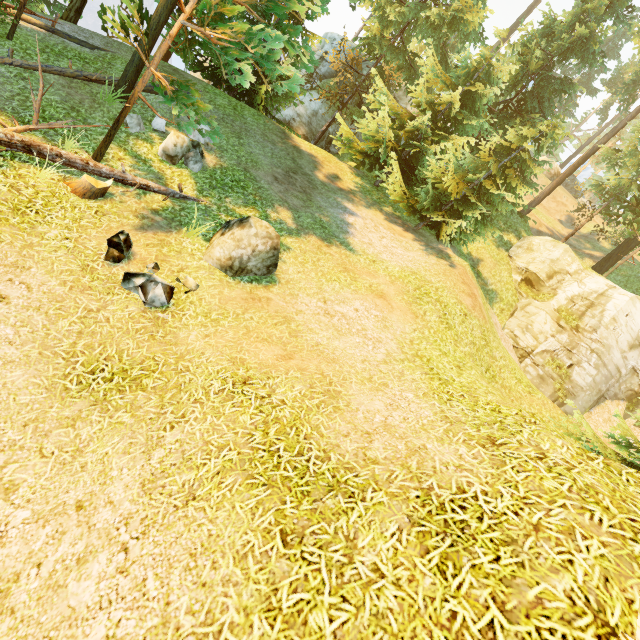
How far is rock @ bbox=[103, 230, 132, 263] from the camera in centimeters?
671cm

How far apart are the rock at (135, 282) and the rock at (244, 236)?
1.0m

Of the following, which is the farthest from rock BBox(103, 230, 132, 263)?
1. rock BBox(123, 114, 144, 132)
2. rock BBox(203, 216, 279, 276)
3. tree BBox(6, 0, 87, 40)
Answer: rock BBox(123, 114, 144, 132)

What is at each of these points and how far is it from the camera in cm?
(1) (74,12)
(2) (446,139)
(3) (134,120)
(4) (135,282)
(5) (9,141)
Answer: (1) tree, 1555
(2) tree, 1652
(3) rock, 1026
(4) rock, 640
(5) log, 703

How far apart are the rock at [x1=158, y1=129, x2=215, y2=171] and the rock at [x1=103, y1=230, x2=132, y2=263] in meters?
4.2 m

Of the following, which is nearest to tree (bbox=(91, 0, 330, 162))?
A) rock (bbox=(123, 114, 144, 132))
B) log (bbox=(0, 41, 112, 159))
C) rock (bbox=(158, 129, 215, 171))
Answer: log (bbox=(0, 41, 112, 159))

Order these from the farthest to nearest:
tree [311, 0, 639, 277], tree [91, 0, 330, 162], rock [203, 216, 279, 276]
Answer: tree [311, 0, 639, 277] → rock [203, 216, 279, 276] → tree [91, 0, 330, 162]

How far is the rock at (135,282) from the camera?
6.3 meters
